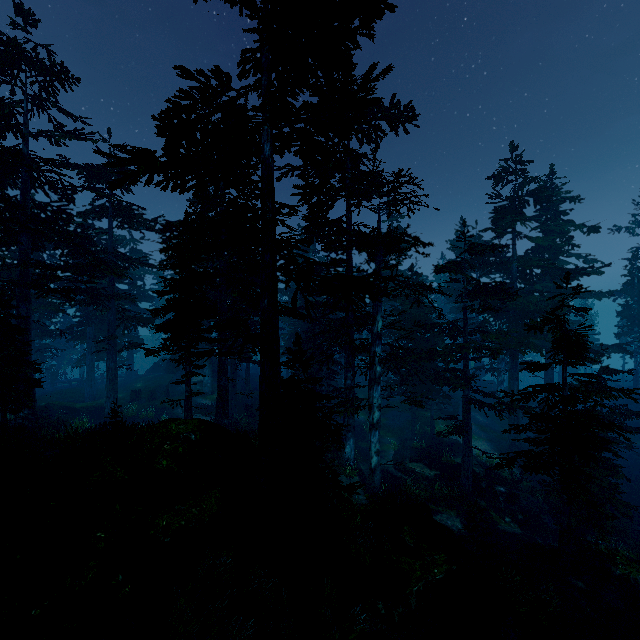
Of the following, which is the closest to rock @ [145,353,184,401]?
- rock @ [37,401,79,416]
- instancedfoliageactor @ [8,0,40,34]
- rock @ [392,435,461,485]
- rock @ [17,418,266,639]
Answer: instancedfoliageactor @ [8,0,40,34]

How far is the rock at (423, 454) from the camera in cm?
2170

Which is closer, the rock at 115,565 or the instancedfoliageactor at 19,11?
the rock at 115,565

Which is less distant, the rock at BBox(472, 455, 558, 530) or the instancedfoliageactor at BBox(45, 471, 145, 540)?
the instancedfoliageactor at BBox(45, 471, 145, 540)

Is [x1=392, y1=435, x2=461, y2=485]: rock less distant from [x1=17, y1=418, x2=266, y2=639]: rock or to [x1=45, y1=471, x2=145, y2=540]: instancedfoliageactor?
[x1=45, y1=471, x2=145, y2=540]: instancedfoliageactor

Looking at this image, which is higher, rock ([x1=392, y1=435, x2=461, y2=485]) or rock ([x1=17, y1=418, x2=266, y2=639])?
rock ([x1=17, y1=418, x2=266, y2=639])

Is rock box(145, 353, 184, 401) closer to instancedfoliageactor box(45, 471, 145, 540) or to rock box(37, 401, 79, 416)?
instancedfoliageactor box(45, 471, 145, 540)

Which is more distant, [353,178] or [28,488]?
[353,178]
